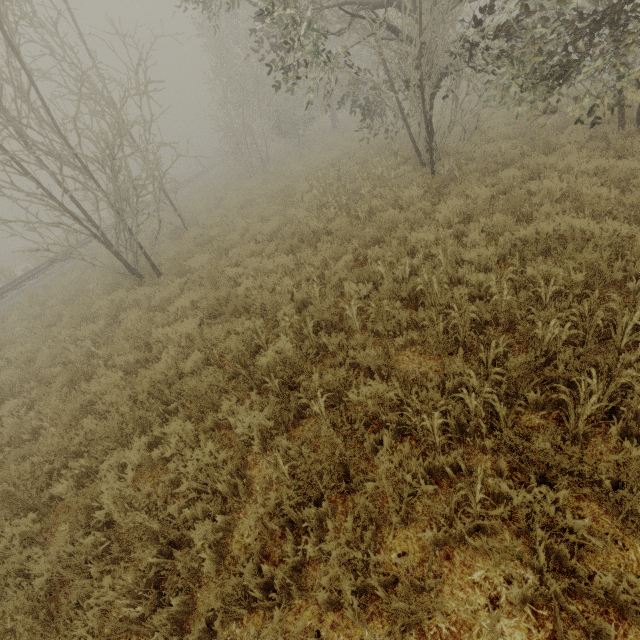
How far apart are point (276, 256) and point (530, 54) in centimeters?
692cm

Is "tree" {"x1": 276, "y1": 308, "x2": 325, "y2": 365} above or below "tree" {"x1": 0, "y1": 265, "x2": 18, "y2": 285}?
below

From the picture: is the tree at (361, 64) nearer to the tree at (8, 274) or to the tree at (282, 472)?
the tree at (282, 472)

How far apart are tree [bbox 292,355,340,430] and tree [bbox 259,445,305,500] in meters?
0.5

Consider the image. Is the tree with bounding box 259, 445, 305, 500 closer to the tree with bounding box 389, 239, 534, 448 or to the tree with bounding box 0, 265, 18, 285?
the tree with bounding box 389, 239, 534, 448

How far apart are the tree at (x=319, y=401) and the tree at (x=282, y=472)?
0.50m

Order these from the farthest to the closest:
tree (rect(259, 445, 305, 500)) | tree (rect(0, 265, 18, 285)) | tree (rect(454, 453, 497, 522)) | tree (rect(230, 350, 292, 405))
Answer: tree (rect(0, 265, 18, 285)) < tree (rect(230, 350, 292, 405)) < tree (rect(259, 445, 305, 500)) < tree (rect(454, 453, 497, 522))
